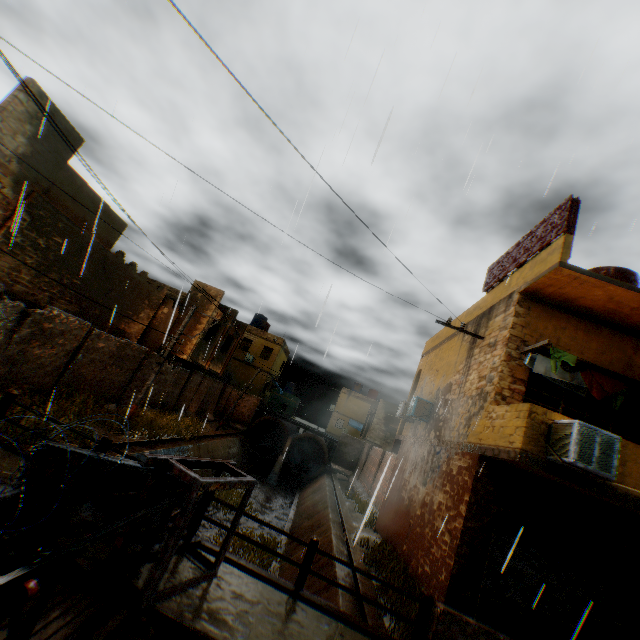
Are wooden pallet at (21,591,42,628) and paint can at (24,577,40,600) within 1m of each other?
yes

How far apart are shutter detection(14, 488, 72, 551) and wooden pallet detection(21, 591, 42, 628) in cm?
26

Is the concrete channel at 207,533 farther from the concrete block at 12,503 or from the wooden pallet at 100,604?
the wooden pallet at 100,604

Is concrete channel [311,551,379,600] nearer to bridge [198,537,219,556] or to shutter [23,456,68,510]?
bridge [198,537,219,556]

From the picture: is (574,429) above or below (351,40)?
below

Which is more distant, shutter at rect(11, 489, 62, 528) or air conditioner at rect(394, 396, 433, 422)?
air conditioner at rect(394, 396, 433, 422)

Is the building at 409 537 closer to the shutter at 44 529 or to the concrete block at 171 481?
the concrete block at 171 481

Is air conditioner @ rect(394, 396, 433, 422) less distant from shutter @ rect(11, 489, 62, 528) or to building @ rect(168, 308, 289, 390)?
building @ rect(168, 308, 289, 390)
